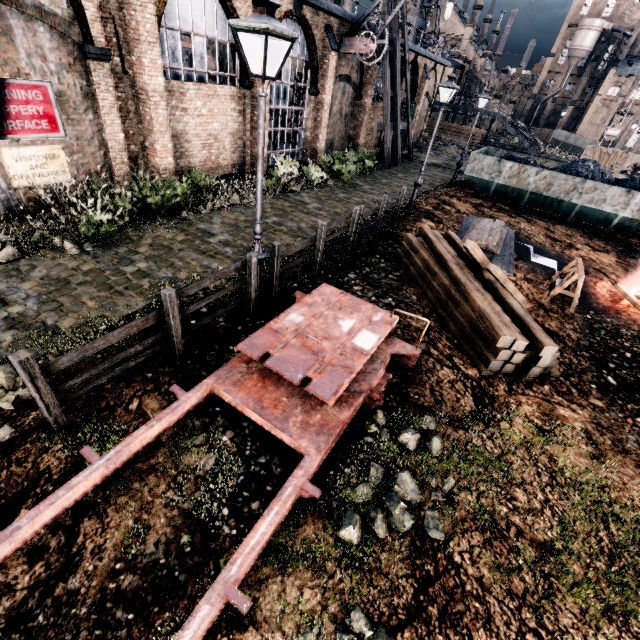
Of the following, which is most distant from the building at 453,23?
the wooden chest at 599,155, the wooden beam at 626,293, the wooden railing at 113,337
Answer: the wooden beam at 626,293

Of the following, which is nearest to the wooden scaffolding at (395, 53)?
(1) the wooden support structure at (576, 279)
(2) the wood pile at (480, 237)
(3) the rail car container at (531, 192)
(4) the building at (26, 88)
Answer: (4) the building at (26, 88)

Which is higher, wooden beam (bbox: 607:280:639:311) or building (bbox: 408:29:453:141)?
building (bbox: 408:29:453:141)

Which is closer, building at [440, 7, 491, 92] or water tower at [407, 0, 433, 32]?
building at [440, 7, 491, 92]

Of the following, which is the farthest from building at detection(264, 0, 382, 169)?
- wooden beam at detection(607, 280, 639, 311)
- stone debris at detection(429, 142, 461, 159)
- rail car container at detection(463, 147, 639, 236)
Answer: wooden beam at detection(607, 280, 639, 311)

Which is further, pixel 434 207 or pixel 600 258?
pixel 434 207

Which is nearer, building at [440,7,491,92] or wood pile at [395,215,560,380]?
wood pile at [395,215,560,380]

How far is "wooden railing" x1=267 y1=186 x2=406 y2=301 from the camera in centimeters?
812cm
